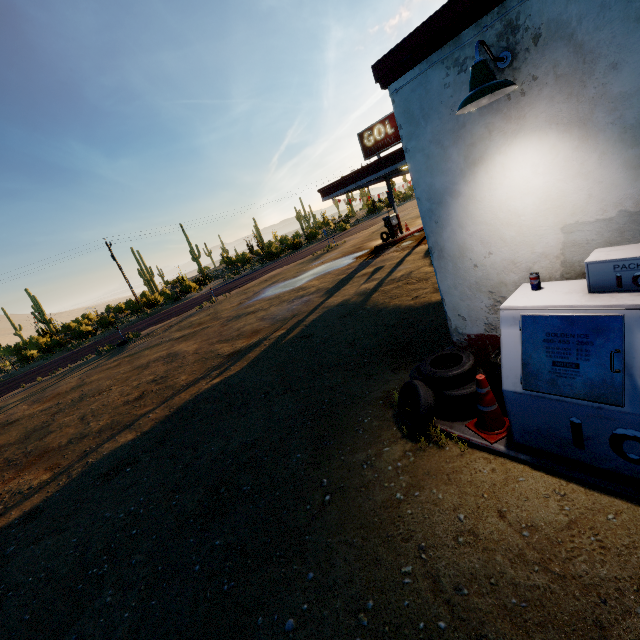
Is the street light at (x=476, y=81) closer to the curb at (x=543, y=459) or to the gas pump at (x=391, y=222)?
the curb at (x=543, y=459)

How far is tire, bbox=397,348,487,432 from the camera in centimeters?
393cm

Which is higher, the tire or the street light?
the street light

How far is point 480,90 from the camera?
2.49m

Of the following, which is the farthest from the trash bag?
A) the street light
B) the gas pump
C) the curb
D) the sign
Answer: the gas pump

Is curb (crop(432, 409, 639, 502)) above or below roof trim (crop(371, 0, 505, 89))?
below

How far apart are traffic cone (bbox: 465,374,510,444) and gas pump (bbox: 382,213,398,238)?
18.64m

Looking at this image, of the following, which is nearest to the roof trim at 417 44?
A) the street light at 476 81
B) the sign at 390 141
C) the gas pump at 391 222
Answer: the street light at 476 81
